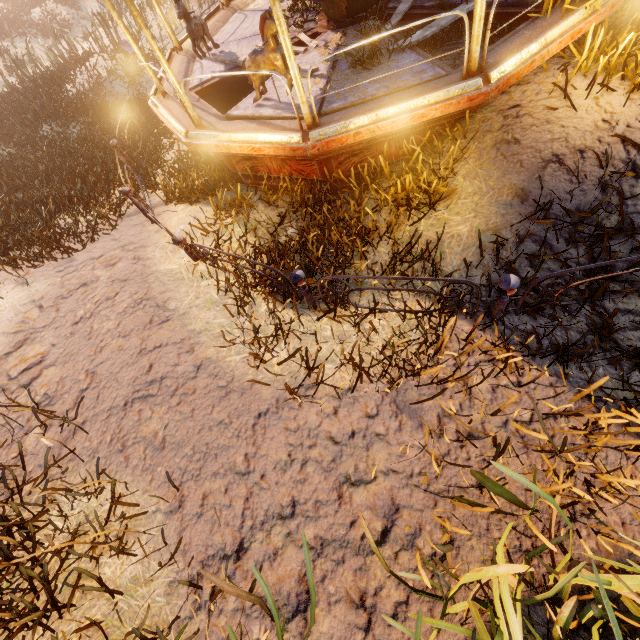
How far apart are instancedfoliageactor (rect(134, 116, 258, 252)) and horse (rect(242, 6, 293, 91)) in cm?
209

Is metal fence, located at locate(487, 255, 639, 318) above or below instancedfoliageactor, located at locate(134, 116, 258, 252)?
above

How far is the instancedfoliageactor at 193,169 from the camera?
4.9m

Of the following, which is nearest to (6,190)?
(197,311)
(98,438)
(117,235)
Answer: (117,235)

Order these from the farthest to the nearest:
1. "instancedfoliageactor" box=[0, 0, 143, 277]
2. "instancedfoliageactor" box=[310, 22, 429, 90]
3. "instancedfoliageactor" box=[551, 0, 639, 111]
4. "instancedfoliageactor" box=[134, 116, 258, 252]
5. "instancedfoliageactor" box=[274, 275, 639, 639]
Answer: "instancedfoliageactor" box=[0, 0, 143, 277]
"instancedfoliageactor" box=[134, 116, 258, 252]
"instancedfoliageactor" box=[310, 22, 429, 90]
"instancedfoliageactor" box=[551, 0, 639, 111]
"instancedfoliageactor" box=[274, 275, 639, 639]

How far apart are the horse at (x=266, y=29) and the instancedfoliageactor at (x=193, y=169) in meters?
2.1 m

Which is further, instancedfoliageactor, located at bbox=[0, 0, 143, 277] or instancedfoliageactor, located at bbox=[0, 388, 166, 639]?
instancedfoliageactor, located at bbox=[0, 0, 143, 277]
